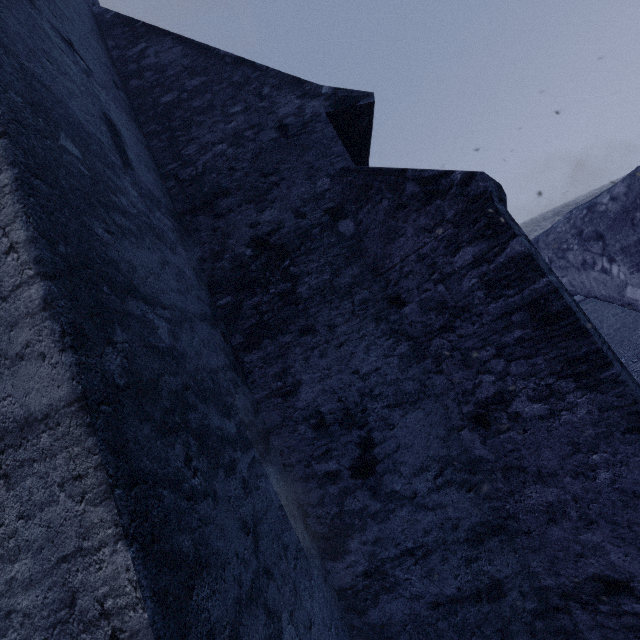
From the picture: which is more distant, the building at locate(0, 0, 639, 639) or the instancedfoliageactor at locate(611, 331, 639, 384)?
the instancedfoliageactor at locate(611, 331, 639, 384)

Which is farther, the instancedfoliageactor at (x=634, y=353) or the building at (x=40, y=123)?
the instancedfoliageactor at (x=634, y=353)

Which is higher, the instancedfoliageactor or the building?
the building

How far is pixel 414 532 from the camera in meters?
3.3

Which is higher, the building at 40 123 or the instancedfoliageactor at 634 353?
the building at 40 123
